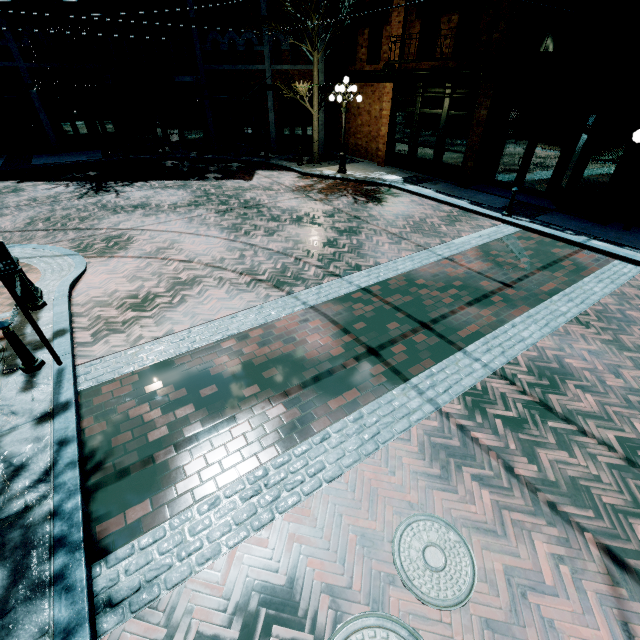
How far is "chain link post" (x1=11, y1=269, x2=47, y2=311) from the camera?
5.6m

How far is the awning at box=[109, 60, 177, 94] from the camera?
15.1 meters

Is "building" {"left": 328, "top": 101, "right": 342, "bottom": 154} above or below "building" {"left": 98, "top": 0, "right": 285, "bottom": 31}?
below

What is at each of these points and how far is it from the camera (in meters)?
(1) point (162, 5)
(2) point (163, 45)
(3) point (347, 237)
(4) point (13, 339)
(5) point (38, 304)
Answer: (1) building, 16.81
(2) building, 17.75
(3) z, 9.37
(4) chain link post, 4.52
(5) chain link post, 6.09

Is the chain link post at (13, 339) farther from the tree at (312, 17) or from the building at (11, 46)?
the tree at (312, 17)

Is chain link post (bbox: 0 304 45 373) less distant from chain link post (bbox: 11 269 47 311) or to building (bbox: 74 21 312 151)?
chain link post (bbox: 11 269 47 311)

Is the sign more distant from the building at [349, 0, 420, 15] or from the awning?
the awning

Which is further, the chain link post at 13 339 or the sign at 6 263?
the chain link post at 13 339
